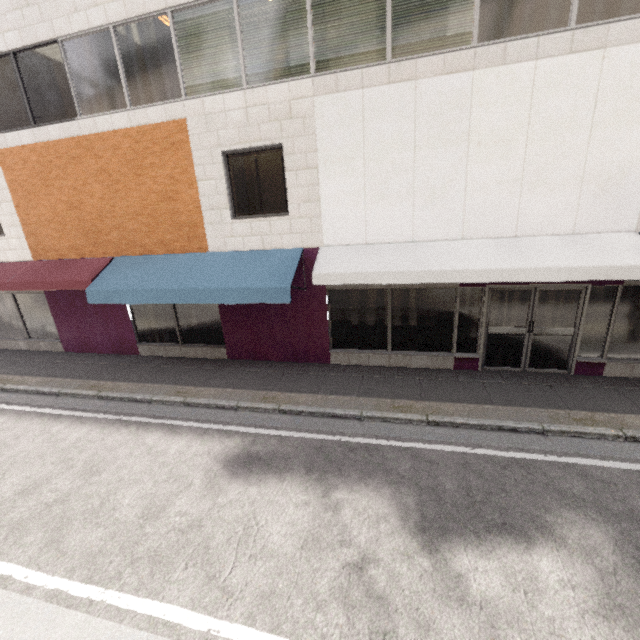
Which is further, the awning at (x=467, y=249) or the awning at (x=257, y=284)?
the awning at (x=257, y=284)

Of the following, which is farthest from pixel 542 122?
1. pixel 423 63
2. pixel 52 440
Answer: pixel 52 440

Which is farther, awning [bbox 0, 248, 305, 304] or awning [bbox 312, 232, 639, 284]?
awning [bbox 0, 248, 305, 304]
